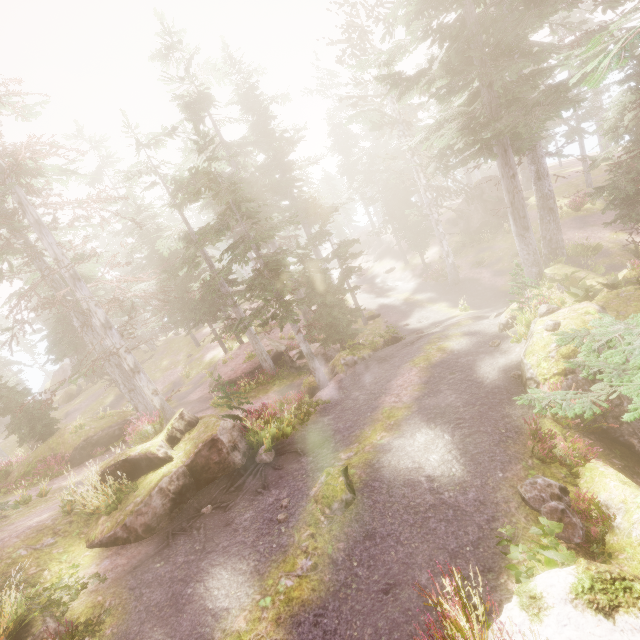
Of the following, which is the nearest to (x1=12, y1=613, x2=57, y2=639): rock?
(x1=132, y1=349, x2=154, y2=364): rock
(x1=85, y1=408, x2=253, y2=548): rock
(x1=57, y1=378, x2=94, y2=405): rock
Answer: (x1=85, y1=408, x2=253, y2=548): rock

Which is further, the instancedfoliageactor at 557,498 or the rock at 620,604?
the instancedfoliageactor at 557,498

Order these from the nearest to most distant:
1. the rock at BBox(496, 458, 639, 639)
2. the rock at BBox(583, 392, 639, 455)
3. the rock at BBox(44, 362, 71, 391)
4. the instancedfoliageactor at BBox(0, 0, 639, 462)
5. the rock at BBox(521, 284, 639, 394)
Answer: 1. the rock at BBox(496, 458, 639, 639)
2. the rock at BBox(583, 392, 639, 455)
3. the rock at BBox(521, 284, 639, 394)
4. the instancedfoliageactor at BBox(0, 0, 639, 462)
5. the rock at BBox(44, 362, 71, 391)

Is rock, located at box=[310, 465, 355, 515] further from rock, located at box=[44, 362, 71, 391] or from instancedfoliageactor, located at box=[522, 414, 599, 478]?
rock, located at box=[44, 362, 71, 391]

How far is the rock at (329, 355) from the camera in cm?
1605

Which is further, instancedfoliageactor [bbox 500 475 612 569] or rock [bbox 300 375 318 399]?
rock [bbox 300 375 318 399]

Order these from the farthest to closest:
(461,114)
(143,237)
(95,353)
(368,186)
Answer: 1. (368,186)
2. (143,237)
3. (95,353)
4. (461,114)

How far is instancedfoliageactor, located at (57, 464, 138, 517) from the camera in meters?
8.7
